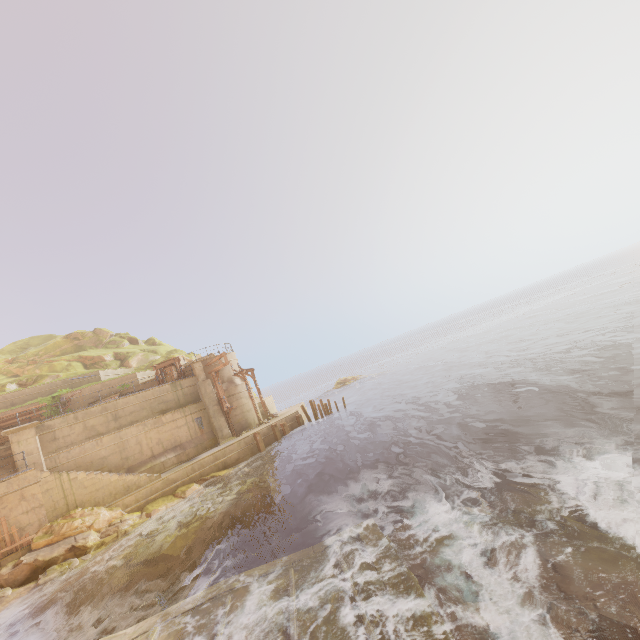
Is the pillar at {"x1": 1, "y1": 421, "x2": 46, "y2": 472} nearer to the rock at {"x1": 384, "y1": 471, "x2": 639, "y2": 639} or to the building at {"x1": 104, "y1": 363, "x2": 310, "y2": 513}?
the building at {"x1": 104, "y1": 363, "x2": 310, "y2": 513}

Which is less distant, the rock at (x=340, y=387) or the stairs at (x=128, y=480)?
the stairs at (x=128, y=480)

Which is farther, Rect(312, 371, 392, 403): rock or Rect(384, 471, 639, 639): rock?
Rect(312, 371, 392, 403): rock

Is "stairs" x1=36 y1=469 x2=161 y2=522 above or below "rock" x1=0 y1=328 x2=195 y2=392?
below

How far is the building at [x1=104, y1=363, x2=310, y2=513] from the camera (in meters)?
19.20

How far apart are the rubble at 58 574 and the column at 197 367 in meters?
12.5

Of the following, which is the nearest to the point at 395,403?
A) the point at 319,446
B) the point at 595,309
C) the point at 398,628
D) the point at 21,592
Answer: the point at 319,446

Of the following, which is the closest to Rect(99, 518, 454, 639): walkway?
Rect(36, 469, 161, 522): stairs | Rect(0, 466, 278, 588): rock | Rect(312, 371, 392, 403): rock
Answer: Rect(0, 466, 278, 588): rock
